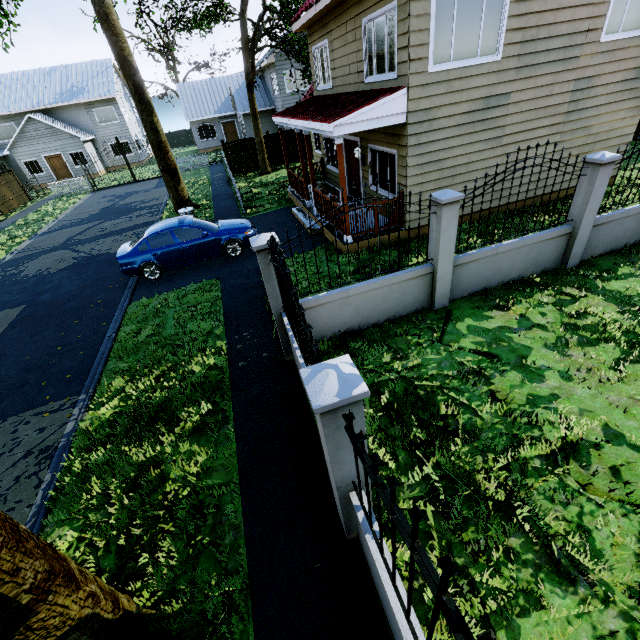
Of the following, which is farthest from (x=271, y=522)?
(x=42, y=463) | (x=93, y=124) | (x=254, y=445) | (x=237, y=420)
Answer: (x=93, y=124)

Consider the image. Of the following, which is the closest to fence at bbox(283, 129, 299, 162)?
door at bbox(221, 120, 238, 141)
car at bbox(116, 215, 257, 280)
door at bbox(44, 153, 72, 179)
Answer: car at bbox(116, 215, 257, 280)

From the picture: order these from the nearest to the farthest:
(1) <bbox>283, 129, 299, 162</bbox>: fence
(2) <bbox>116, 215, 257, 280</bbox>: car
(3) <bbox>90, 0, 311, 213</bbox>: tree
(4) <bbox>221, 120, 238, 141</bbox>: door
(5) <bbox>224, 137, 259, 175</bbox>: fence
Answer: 1. (2) <bbox>116, 215, 257, 280</bbox>: car
2. (3) <bbox>90, 0, 311, 213</bbox>: tree
3. (5) <bbox>224, 137, 259, 175</bbox>: fence
4. (1) <bbox>283, 129, 299, 162</bbox>: fence
5. (4) <bbox>221, 120, 238, 141</bbox>: door

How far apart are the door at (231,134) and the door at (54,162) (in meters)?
15.58

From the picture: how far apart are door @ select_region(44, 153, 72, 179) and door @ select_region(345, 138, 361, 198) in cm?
3235

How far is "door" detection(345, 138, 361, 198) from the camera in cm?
1181

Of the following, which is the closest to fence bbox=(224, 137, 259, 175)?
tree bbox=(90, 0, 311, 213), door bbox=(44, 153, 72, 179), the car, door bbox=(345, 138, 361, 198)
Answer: tree bbox=(90, 0, 311, 213)

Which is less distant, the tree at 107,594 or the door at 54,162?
the tree at 107,594
